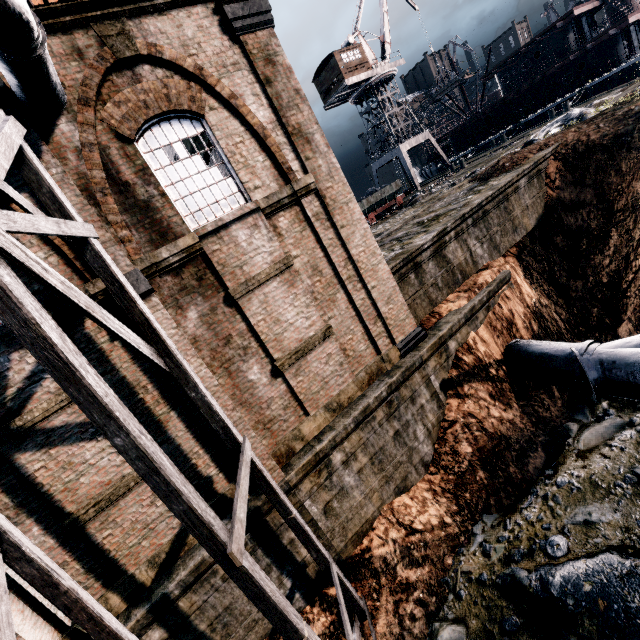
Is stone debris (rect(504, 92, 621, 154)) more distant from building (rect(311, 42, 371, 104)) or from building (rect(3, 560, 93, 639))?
building (rect(311, 42, 371, 104))

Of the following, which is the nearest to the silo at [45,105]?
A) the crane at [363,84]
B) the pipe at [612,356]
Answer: the pipe at [612,356]

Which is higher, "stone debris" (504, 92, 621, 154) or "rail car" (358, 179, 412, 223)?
"rail car" (358, 179, 412, 223)

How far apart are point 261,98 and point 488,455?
13.3 meters

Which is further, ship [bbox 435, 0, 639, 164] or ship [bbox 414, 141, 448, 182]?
ship [bbox 414, 141, 448, 182]

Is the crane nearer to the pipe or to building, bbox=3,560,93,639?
building, bbox=3,560,93,639

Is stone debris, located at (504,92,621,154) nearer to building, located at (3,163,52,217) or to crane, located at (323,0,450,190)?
building, located at (3,163,52,217)

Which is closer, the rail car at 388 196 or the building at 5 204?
the building at 5 204
